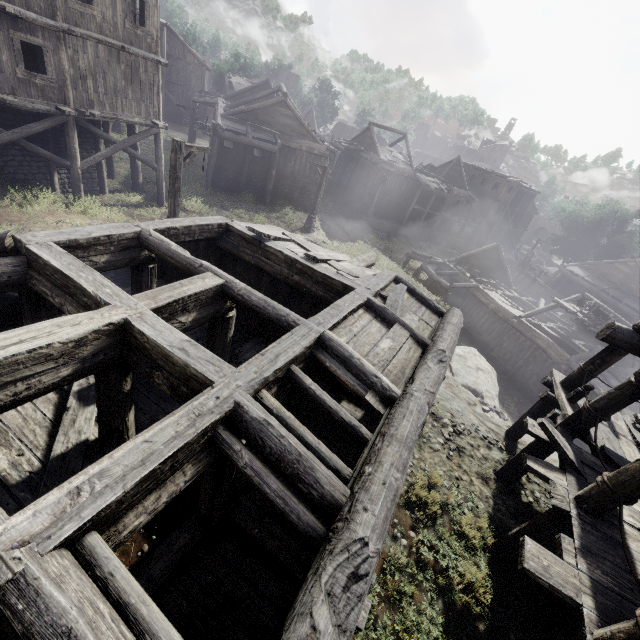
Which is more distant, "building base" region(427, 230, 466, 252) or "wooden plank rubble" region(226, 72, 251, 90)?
"wooden plank rubble" region(226, 72, 251, 90)

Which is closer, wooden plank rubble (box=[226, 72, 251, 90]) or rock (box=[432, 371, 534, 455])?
rock (box=[432, 371, 534, 455])

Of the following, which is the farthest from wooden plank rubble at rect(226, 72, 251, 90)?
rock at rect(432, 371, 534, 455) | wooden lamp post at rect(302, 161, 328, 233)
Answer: rock at rect(432, 371, 534, 455)

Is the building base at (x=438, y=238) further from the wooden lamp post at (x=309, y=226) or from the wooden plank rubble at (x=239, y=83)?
the wooden plank rubble at (x=239, y=83)

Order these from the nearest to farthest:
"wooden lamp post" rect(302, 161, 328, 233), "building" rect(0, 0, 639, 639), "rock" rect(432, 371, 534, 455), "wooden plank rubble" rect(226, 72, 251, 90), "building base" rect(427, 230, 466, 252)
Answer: "building" rect(0, 0, 639, 639), "rock" rect(432, 371, 534, 455), "wooden lamp post" rect(302, 161, 328, 233), "building base" rect(427, 230, 466, 252), "wooden plank rubble" rect(226, 72, 251, 90)

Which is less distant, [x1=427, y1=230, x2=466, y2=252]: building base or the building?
the building

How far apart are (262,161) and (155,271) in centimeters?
2274cm
